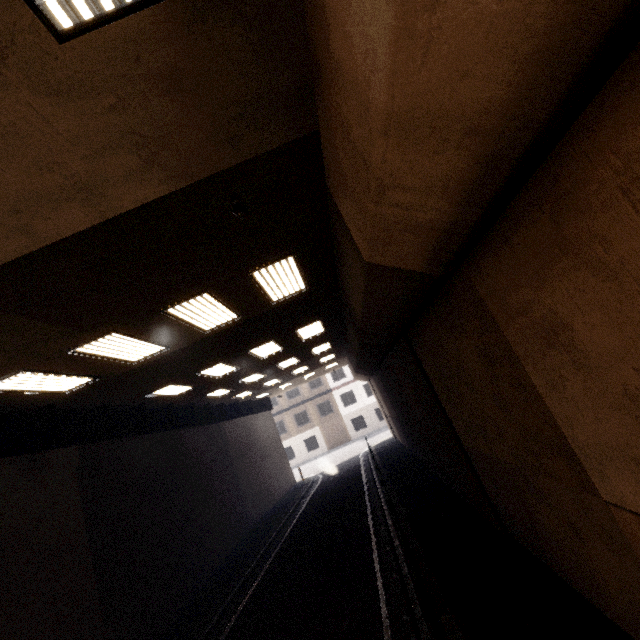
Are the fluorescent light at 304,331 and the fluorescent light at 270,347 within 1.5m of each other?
yes

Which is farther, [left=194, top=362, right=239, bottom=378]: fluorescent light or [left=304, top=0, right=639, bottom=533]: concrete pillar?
[left=194, top=362, right=239, bottom=378]: fluorescent light

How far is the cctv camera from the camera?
4.1 meters

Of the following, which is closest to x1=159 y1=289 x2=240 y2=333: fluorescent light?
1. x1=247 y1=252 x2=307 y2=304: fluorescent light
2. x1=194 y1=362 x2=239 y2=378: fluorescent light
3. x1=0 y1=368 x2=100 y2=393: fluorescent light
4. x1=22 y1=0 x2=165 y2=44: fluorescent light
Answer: x1=247 y1=252 x2=307 y2=304: fluorescent light

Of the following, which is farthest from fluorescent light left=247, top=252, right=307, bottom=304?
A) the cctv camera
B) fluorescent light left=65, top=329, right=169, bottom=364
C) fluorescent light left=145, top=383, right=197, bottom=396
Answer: fluorescent light left=145, top=383, right=197, bottom=396

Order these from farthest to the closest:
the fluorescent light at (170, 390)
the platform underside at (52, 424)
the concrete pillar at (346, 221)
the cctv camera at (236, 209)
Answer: the fluorescent light at (170, 390), the platform underside at (52, 424), the cctv camera at (236, 209), the concrete pillar at (346, 221)

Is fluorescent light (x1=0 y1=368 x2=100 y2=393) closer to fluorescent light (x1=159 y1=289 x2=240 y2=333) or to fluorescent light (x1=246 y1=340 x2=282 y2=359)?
fluorescent light (x1=159 y1=289 x2=240 y2=333)

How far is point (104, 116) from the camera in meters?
2.8
